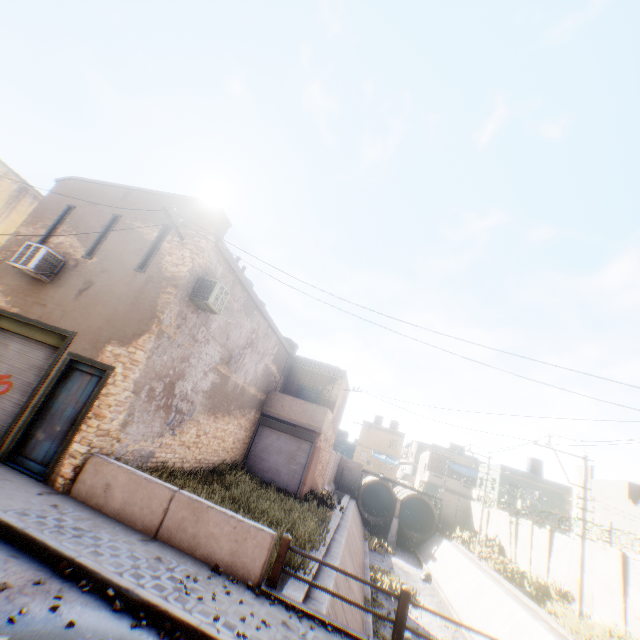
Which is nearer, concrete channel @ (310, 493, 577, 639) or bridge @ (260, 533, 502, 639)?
bridge @ (260, 533, 502, 639)

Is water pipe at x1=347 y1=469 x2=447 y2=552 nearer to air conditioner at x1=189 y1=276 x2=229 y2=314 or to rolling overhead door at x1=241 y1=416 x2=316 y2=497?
rolling overhead door at x1=241 y1=416 x2=316 y2=497

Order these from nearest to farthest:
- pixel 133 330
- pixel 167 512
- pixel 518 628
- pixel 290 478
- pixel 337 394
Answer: pixel 167 512 < pixel 133 330 < pixel 518 628 < pixel 290 478 < pixel 337 394

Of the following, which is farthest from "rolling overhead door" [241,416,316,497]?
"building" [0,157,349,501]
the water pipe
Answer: the water pipe

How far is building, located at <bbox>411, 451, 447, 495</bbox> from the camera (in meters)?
44.73

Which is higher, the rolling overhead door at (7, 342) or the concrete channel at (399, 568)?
the rolling overhead door at (7, 342)

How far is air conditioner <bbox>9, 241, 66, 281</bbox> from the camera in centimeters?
924cm

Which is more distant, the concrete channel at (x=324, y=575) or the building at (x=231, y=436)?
the concrete channel at (x=324, y=575)
